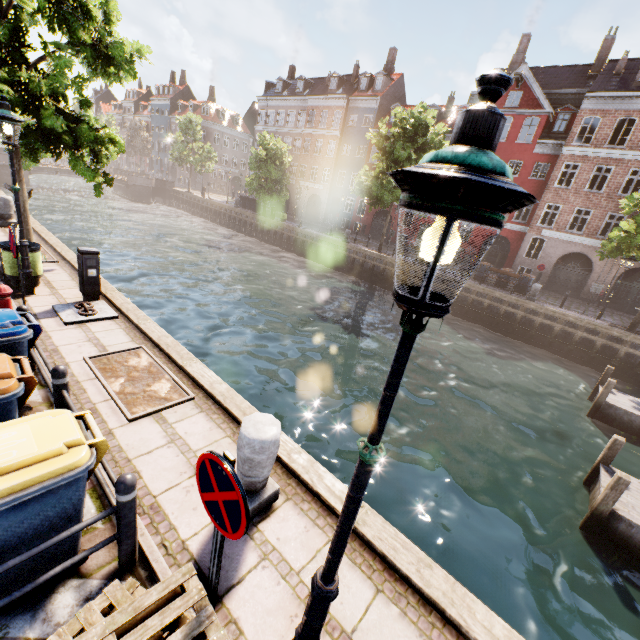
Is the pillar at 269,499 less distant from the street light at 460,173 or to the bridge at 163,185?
the street light at 460,173

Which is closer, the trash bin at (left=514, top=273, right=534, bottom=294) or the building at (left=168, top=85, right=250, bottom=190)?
the trash bin at (left=514, top=273, right=534, bottom=294)

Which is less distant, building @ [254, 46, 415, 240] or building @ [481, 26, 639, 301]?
building @ [481, 26, 639, 301]

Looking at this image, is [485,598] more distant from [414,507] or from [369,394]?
[369,394]

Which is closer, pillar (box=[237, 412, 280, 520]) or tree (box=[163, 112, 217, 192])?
pillar (box=[237, 412, 280, 520])

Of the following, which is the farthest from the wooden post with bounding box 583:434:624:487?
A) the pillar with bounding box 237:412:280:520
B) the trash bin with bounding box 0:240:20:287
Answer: the trash bin with bounding box 0:240:20:287

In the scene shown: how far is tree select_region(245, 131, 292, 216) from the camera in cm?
3120

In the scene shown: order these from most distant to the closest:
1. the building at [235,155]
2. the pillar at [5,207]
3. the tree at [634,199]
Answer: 1. the building at [235,155]
2. the tree at [634,199]
3. the pillar at [5,207]
